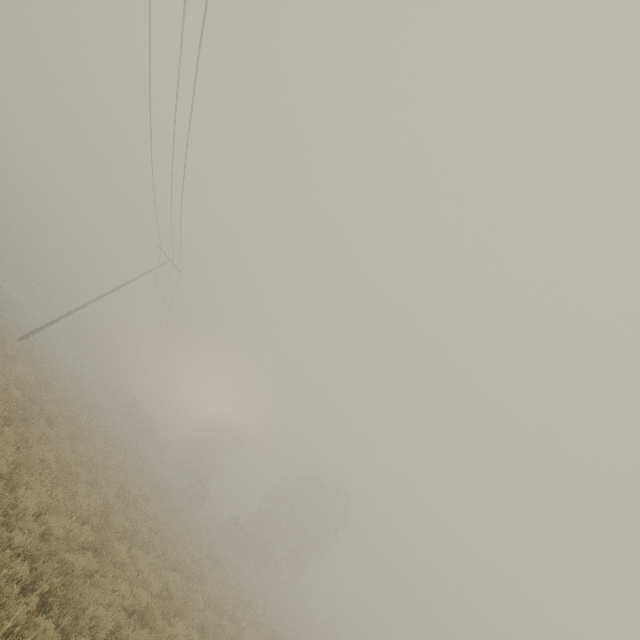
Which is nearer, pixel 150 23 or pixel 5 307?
pixel 150 23
